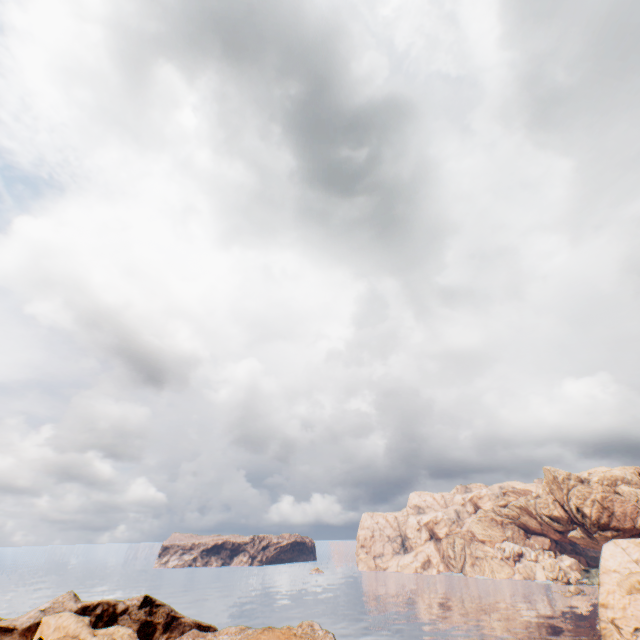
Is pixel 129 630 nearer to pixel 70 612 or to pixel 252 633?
pixel 70 612

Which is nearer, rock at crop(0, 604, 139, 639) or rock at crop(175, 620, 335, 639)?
rock at crop(175, 620, 335, 639)

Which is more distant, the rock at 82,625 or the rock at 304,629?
the rock at 82,625
